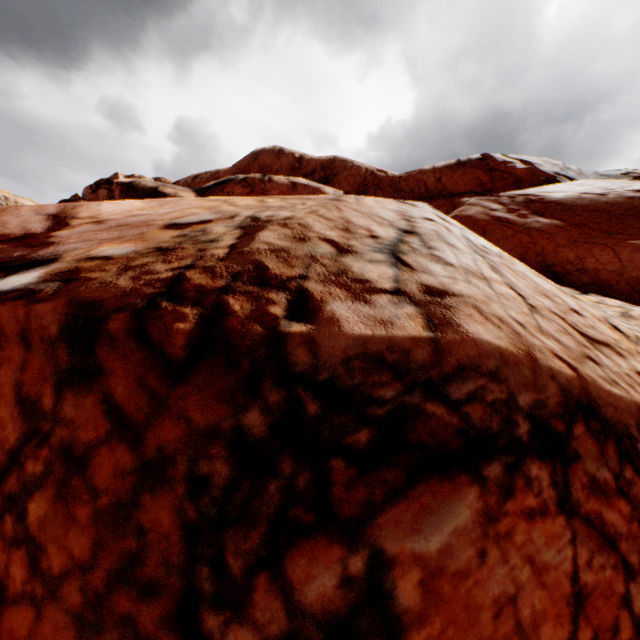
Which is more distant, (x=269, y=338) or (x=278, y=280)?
(x=278, y=280)
